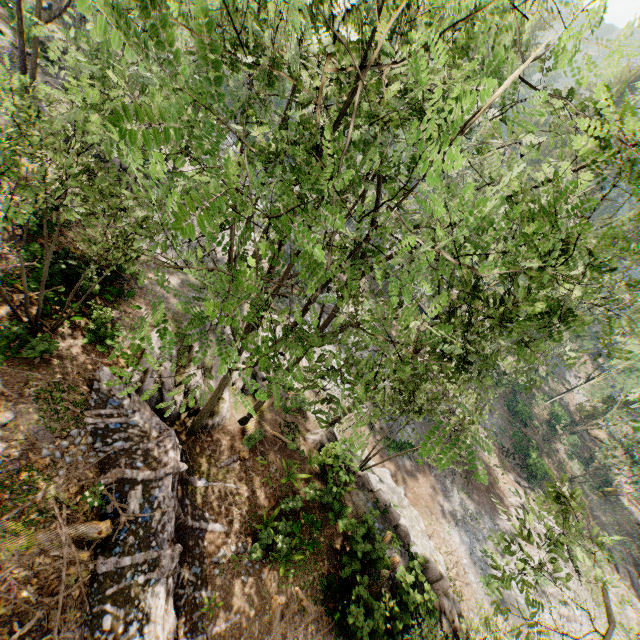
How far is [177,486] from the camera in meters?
13.3

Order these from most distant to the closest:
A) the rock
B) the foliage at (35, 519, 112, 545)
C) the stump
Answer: the stump < the rock < the foliage at (35, 519, 112, 545)

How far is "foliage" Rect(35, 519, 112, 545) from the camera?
9.3m

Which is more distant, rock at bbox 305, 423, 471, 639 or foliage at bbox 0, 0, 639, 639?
rock at bbox 305, 423, 471, 639

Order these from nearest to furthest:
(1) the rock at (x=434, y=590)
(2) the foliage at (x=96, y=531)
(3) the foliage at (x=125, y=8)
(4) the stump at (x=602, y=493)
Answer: (3) the foliage at (x=125, y=8) < (2) the foliage at (x=96, y=531) < (1) the rock at (x=434, y=590) < (4) the stump at (x=602, y=493)

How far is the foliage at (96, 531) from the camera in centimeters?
927cm

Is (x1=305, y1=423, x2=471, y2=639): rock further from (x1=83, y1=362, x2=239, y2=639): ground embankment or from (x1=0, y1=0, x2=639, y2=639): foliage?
(x1=83, y1=362, x2=239, y2=639): ground embankment
